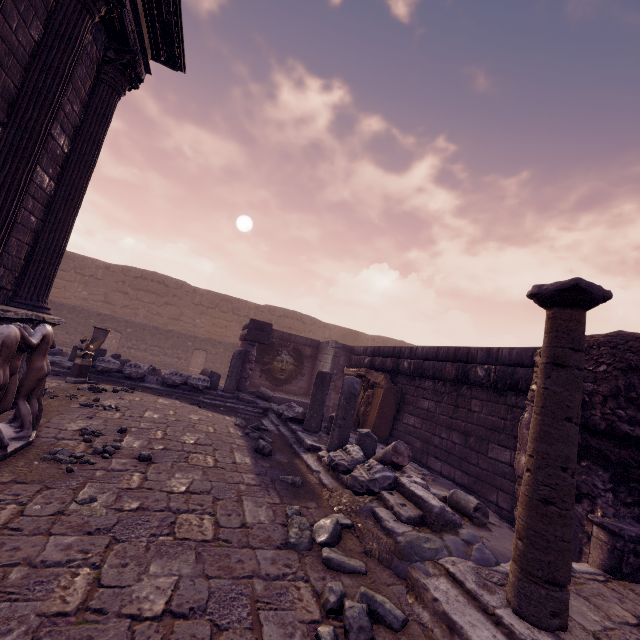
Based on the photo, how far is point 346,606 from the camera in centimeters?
229cm

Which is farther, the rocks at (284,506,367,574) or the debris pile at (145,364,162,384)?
the debris pile at (145,364,162,384)

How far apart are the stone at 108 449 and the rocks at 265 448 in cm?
224

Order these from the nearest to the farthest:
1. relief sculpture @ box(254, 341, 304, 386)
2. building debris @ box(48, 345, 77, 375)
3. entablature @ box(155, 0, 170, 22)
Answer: entablature @ box(155, 0, 170, 22) < building debris @ box(48, 345, 77, 375) < relief sculpture @ box(254, 341, 304, 386)

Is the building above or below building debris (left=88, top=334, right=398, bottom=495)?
above

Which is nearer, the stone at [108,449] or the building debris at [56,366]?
the stone at [108,449]

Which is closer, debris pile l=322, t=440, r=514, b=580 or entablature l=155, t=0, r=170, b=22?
debris pile l=322, t=440, r=514, b=580

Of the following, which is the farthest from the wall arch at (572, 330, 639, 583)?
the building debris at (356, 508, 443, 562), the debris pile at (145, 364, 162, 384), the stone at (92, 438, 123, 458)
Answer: the debris pile at (145, 364, 162, 384)
